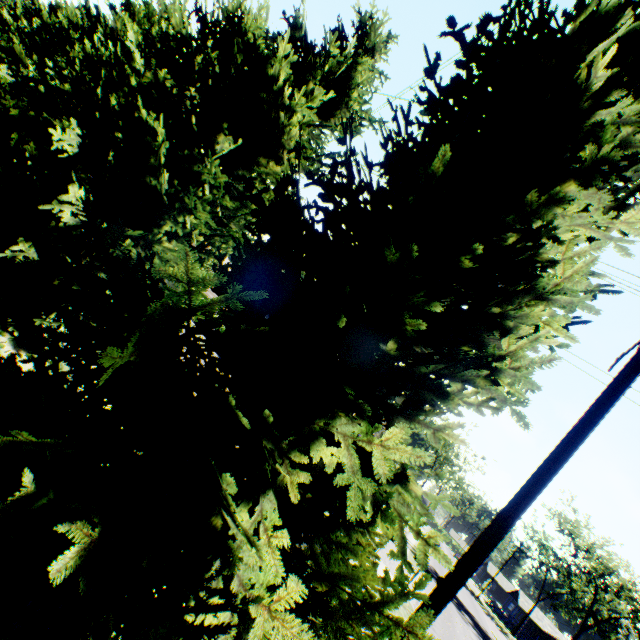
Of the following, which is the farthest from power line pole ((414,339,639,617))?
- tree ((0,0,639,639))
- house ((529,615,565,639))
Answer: house ((529,615,565,639))

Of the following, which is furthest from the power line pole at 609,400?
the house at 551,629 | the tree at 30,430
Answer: the house at 551,629

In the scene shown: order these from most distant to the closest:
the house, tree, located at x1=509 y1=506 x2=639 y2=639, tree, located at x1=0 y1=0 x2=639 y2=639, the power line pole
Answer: the house
tree, located at x1=509 y1=506 x2=639 y2=639
the power line pole
tree, located at x1=0 y1=0 x2=639 y2=639

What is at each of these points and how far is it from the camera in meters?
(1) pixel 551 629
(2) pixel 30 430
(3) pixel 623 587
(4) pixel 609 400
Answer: (1) house, 60.0
(2) tree, 2.6
(3) tree, 33.8
(4) power line pole, 4.7

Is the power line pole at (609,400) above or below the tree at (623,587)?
below

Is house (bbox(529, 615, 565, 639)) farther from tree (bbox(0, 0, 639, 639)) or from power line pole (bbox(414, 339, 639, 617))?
power line pole (bbox(414, 339, 639, 617))

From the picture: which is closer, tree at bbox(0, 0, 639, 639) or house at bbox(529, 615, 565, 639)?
tree at bbox(0, 0, 639, 639)

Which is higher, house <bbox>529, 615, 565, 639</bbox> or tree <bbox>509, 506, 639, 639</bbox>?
tree <bbox>509, 506, 639, 639</bbox>
